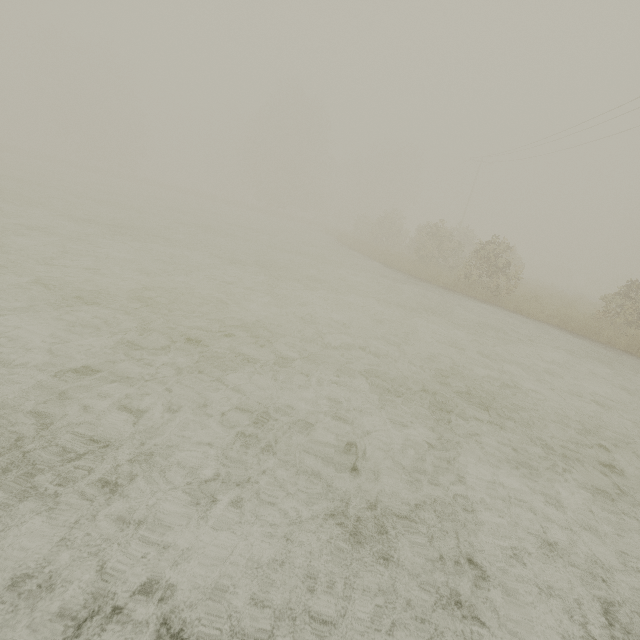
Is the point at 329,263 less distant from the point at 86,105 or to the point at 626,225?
the point at 86,105
